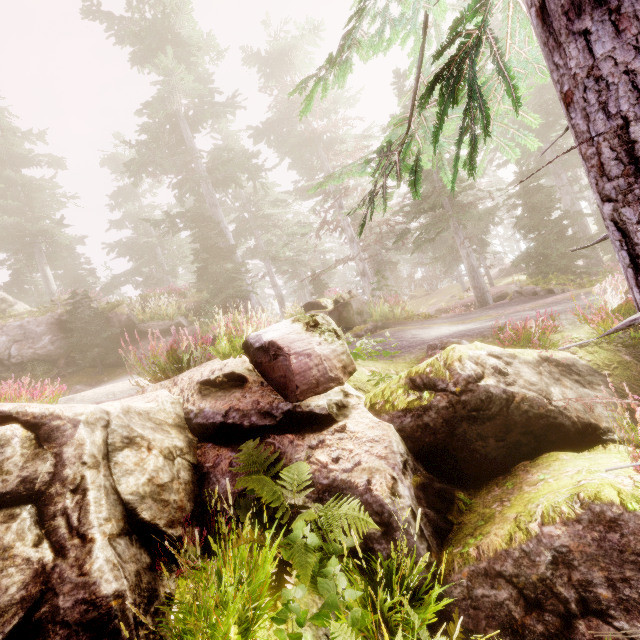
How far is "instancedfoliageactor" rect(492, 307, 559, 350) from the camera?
5.8m

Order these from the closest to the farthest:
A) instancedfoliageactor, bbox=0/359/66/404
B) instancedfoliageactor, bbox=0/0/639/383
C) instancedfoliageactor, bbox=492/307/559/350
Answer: instancedfoliageactor, bbox=0/0/639/383 → instancedfoliageactor, bbox=0/359/66/404 → instancedfoliageactor, bbox=492/307/559/350

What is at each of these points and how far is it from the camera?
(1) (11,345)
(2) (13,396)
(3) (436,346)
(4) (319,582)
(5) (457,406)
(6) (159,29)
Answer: (1) rock, 13.3 meters
(2) instancedfoliageactor, 4.1 meters
(3) instancedfoliageactor, 6.5 meters
(4) instancedfoliageactor, 3.1 meters
(5) rock, 4.3 meters
(6) instancedfoliageactor, 16.2 meters

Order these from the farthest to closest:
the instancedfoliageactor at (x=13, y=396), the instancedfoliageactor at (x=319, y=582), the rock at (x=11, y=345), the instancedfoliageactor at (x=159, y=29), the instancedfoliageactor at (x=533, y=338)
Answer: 1. the rock at (x=11, y=345)
2. the instancedfoliageactor at (x=533, y=338)
3. the instancedfoliageactor at (x=13, y=396)
4. the instancedfoliageactor at (x=319, y=582)
5. the instancedfoliageactor at (x=159, y=29)

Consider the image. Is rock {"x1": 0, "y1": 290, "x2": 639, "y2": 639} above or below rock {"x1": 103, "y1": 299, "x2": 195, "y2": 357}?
below

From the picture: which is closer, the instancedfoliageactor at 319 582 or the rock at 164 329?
the instancedfoliageactor at 319 582

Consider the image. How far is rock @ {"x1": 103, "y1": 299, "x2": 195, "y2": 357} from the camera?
13.34m

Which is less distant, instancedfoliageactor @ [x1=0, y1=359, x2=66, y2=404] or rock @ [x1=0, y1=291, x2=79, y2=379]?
instancedfoliageactor @ [x1=0, y1=359, x2=66, y2=404]
